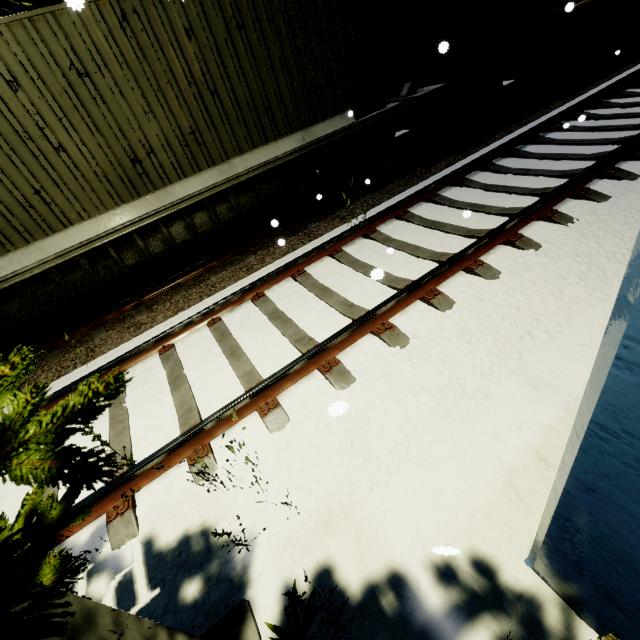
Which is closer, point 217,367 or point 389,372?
point 389,372

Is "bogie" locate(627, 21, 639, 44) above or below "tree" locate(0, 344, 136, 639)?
below

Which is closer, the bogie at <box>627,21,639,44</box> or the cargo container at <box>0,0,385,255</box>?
the cargo container at <box>0,0,385,255</box>

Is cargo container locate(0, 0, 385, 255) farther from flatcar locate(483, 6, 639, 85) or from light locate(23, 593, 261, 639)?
light locate(23, 593, 261, 639)

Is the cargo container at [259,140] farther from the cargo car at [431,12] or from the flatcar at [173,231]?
the cargo car at [431,12]

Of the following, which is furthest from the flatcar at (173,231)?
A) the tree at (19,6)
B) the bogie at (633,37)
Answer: the bogie at (633,37)

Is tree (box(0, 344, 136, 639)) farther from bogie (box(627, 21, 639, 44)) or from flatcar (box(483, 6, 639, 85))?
bogie (box(627, 21, 639, 44))

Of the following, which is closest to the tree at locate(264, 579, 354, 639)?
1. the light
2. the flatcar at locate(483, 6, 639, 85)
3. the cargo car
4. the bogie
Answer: the light
